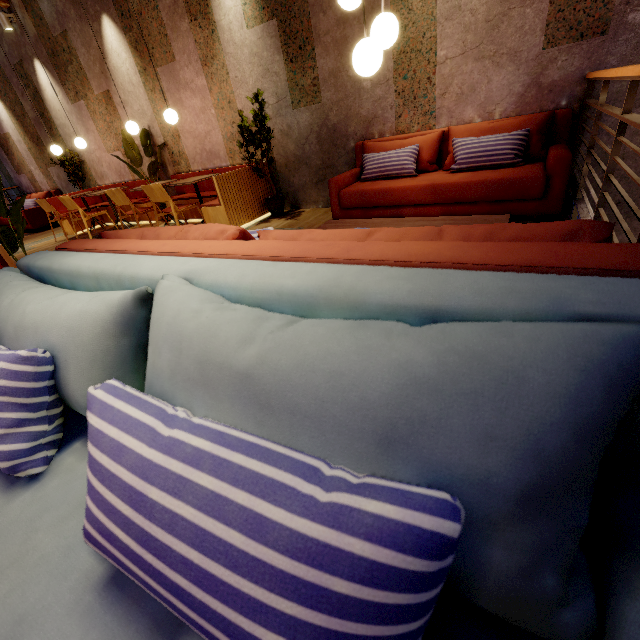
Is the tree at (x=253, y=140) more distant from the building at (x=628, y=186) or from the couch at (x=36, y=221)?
the couch at (x=36, y=221)

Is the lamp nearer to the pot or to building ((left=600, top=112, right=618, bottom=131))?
building ((left=600, top=112, right=618, bottom=131))

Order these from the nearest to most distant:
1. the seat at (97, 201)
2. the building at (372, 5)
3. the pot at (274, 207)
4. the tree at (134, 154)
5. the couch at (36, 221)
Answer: the building at (372, 5), the pot at (274, 207), the tree at (134, 154), the seat at (97, 201), the couch at (36, 221)

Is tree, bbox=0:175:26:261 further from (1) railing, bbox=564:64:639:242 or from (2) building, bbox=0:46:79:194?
(1) railing, bbox=564:64:639:242

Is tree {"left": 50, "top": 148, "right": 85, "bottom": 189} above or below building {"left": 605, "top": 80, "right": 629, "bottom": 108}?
above

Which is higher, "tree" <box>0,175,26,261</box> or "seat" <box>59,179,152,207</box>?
"tree" <box>0,175,26,261</box>

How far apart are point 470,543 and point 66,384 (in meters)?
1.06

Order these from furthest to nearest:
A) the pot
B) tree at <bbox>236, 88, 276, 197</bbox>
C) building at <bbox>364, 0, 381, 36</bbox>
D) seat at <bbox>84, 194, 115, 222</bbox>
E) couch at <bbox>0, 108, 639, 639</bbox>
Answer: seat at <bbox>84, 194, 115, 222</bbox>
the pot
tree at <bbox>236, 88, 276, 197</bbox>
building at <bbox>364, 0, 381, 36</bbox>
couch at <bbox>0, 108, 639, 639</bbox>
